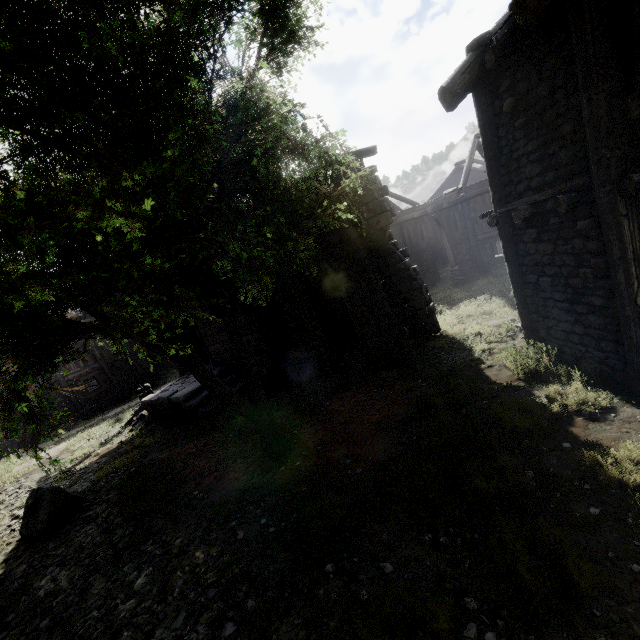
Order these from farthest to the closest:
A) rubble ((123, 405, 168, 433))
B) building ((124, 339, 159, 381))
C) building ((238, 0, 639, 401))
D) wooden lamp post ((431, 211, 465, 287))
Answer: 1. building ((124, 339, 159, 381))
2. wooden lamp post ((431, 211, 465, 287))
3. rubble ((123, 405, 168, 433))
4. building ((238, 0, 639, 401))

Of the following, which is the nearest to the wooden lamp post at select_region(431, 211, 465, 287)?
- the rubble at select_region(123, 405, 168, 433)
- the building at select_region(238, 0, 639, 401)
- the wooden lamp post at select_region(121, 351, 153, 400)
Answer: the building at select_region(238, 0, 639, 401)

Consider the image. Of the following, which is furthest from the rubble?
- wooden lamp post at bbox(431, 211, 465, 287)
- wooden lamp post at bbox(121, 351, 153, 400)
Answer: wooden lamp post at bbox(431, 211, 465, 287)

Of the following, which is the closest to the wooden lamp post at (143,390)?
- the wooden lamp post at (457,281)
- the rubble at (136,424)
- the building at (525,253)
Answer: the rubble at (136,424)

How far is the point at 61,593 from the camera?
5.4 meters

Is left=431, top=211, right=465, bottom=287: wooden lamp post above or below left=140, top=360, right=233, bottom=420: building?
below

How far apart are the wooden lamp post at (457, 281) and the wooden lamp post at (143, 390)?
17.5 meters

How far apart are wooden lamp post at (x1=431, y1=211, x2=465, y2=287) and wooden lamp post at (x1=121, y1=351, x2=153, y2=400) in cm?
1746
